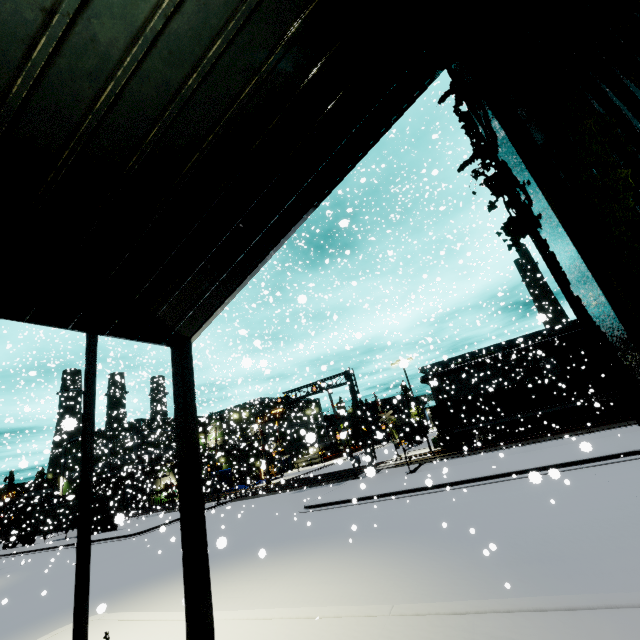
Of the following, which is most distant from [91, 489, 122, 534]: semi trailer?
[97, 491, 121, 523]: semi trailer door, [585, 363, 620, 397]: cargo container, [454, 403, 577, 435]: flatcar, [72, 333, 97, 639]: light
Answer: [72, 333, 97, 639]: light

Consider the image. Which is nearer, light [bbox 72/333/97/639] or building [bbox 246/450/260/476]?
light [bbox 72/333/97/639]

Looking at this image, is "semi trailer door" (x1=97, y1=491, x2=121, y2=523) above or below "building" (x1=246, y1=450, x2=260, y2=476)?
below

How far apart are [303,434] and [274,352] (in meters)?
36.73

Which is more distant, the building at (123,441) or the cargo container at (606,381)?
the building at (123,441)

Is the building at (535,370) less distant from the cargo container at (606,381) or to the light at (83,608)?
the cargo container at (606,381)

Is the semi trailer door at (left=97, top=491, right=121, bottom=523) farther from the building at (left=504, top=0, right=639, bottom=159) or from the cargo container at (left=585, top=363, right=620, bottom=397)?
the building at (left=504, top=0, right=639, bottom=159)

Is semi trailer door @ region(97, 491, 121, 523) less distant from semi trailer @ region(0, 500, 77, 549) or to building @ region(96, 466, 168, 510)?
semi trailer @ region(0, 500, 77, 549)
